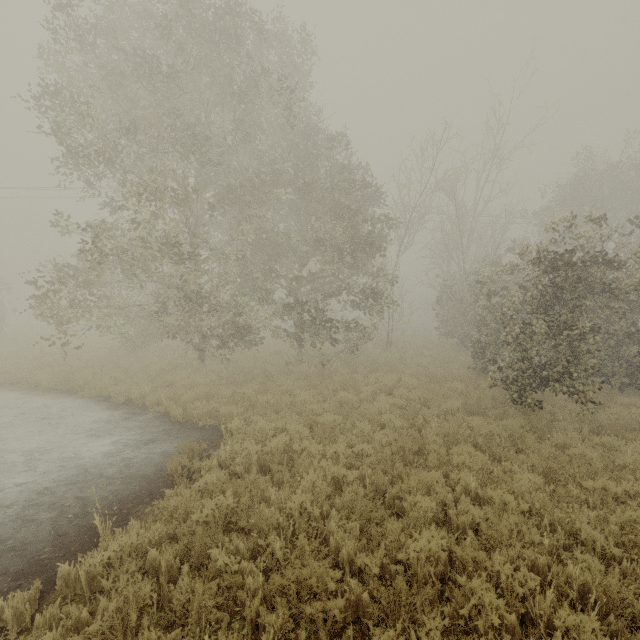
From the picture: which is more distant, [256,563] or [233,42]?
[233,42]
